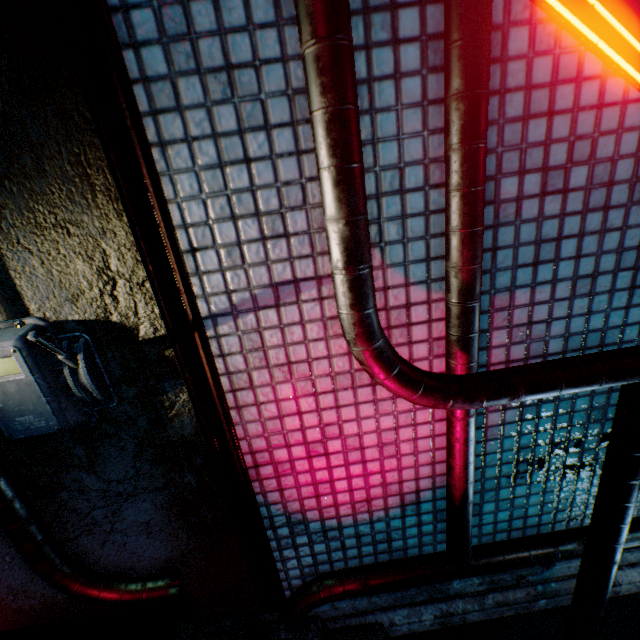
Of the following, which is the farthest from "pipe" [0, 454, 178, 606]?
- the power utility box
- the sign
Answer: the sign

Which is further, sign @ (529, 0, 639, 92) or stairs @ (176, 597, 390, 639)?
stairs @ (176, 597, 390, 639)

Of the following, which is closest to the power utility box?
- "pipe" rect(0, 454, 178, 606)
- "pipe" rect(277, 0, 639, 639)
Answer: "pipe" rect(0, 454, 178, 606)

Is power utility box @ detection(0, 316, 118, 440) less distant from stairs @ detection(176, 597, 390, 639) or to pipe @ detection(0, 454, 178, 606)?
pipe @ detection(0, 454, 178, 606)

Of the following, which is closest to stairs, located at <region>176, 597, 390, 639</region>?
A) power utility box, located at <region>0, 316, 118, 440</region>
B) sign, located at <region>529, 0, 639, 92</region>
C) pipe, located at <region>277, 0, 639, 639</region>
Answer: pipe, located at <region>277, 0, 639, 639</region>

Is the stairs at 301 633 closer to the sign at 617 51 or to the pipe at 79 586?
the pipe at 79 586

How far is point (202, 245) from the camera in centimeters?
90cm

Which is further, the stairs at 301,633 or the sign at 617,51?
the stairs at 301,633
